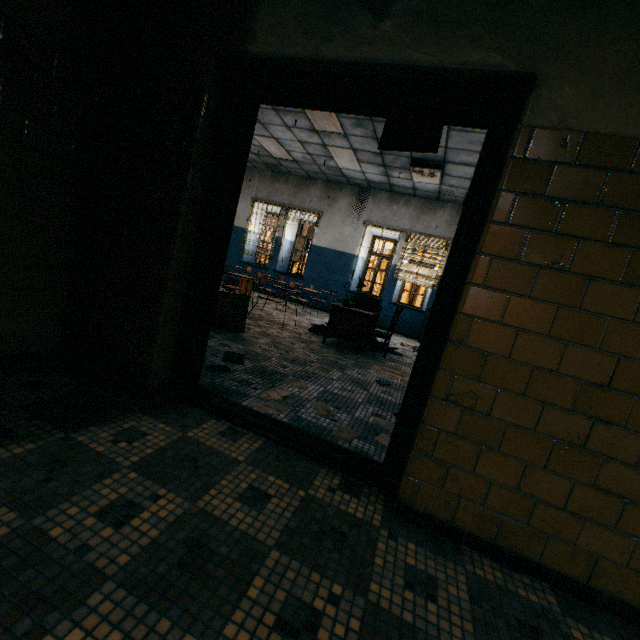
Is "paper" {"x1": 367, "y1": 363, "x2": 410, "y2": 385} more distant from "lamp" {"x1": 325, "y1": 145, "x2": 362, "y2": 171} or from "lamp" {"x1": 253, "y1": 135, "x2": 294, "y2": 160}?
"lamp" {"x1": 253, "y1": 135, "x2": 294, "y2": 160}

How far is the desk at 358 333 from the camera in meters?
5.3

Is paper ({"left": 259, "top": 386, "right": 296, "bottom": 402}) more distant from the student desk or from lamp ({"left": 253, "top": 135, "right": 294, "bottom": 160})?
lamp ({"left": 253, "top": 135, "right": 294, "bottom": 160})

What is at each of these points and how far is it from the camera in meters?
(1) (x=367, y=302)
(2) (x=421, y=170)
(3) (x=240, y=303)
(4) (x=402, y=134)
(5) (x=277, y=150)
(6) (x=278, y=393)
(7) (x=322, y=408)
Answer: (1) book, 6.2 m
(2) lamp, 7.3 m
(3) student desk, 4.5 m
(4) lamp, 3.6 m
(5) lamp, 8.6 m
(6) paper, 2.9 m
(7) paper, 2.8 m

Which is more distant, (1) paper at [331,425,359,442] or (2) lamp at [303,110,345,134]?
(2) lamp at [303,110,345,134]

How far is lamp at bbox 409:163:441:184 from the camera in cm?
674

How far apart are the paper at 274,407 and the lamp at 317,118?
4.97m

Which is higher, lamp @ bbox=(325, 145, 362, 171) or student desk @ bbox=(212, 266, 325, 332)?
lamp @ bbox=(325, 145, 362, 171)
